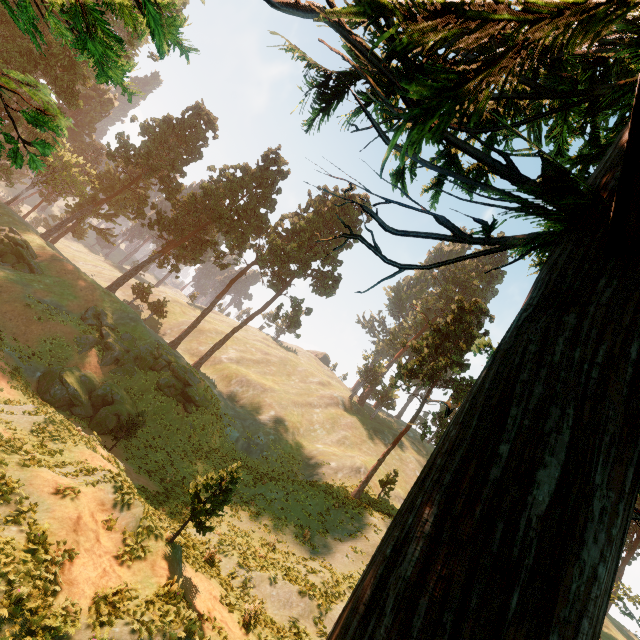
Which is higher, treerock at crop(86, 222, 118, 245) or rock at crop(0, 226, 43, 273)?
treerock at crop(86, 222, 118, 245)

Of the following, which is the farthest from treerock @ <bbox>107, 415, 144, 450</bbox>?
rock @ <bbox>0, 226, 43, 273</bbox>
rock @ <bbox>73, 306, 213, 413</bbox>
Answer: rock @ <bbox>73, 306, 213, 413</bbox>

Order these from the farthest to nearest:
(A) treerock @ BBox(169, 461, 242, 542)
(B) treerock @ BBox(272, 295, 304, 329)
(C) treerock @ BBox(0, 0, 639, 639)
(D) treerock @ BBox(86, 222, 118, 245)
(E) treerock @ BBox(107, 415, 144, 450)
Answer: (D) treerock @ BBox(86, 222, 118, 245) < (B) treerock @ BBox(272, 295, 304, 329) < (E) treerock @ BBox(107, 415, 144, 450) < (A) treerock @ BBox(169, 461, 242, 542) < (C) treerock @ BBox(0, 0, 639, 639)

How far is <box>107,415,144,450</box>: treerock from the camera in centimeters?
2410cm

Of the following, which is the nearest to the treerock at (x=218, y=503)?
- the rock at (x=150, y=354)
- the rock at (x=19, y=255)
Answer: the rock at (x=19, y=255)

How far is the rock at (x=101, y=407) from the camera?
24.80m

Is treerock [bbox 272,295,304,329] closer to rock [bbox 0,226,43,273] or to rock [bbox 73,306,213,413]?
rock [bbox 0,226,43,273]

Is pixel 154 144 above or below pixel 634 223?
above
